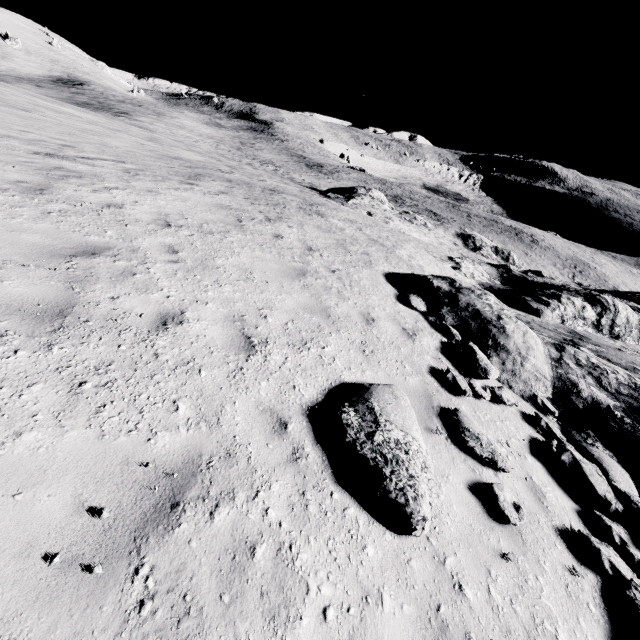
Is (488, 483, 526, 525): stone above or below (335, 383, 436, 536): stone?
below

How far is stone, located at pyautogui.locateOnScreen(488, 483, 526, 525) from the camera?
4.0m

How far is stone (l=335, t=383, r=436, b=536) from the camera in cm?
332

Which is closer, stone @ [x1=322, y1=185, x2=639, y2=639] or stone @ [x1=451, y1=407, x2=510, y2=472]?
stone @ [x1=451, y1=407, x2=510, y2=472]

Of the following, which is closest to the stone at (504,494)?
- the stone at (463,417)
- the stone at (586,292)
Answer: the stone at (463,417)

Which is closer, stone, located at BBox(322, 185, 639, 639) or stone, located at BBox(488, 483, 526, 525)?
stone, located at BBox(488, 483, 526, 525)

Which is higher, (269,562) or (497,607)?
(269,562)
